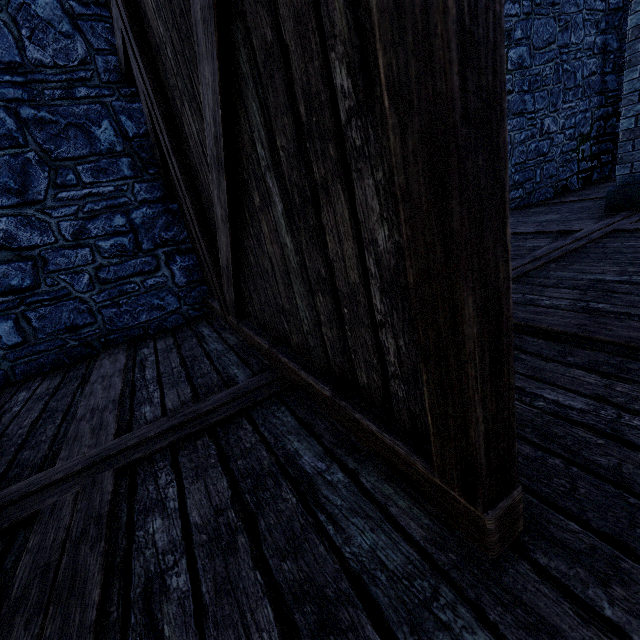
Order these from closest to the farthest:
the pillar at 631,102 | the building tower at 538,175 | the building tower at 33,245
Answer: the building tower at 33,245 < the pillar at 631,102 < the building tower at 538,175

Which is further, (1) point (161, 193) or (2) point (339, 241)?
(1) point (161, 193)

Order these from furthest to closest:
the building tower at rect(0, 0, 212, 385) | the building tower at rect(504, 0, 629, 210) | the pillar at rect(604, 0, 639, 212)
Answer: the building tower at rect(504, 0, 629, 210), the pillar at rect(604, 0, 639, 212), the building tower at rect(0, 0, 212, 385)

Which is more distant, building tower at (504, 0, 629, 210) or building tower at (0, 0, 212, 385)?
building tower at (504, 0, 629, 210)

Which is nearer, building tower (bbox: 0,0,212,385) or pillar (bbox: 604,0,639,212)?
building tower (bbox: 0,0,212,385)

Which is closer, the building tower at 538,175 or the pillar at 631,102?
the pillar at 631,102
